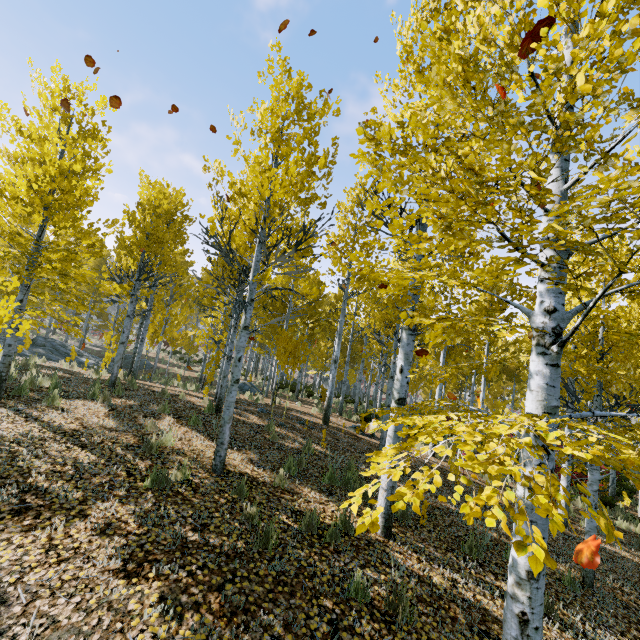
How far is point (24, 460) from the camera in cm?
460

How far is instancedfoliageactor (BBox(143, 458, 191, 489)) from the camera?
4.7m

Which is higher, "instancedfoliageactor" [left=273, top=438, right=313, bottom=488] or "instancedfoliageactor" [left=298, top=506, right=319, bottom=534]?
"instancedfoliageactor" [left=273, top=438, right=313, bottom=488]

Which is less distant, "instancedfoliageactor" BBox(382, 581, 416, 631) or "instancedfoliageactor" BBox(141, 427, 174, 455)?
"instancedfoliageactor" BBox(382, 581, 416, 631)

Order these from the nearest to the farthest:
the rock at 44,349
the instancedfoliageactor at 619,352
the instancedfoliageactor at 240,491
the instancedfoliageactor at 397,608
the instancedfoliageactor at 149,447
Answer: the instancedfoliageactor at 619,352 → the instancedfoliageactor at 397,608 → the instancedfoliageactor at 240,491 → the instancedfoliageactor at 149,447 → the rock at 44,349

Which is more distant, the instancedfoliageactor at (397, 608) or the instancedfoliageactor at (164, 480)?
the instancedfoliageactor at (164, 480)
